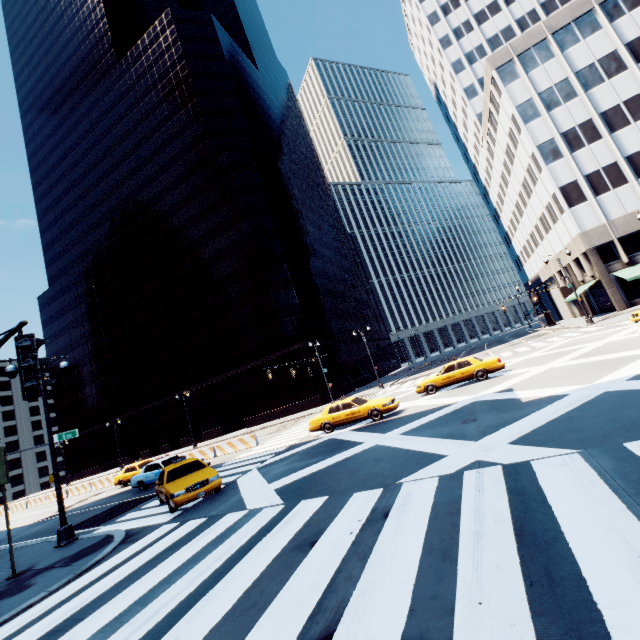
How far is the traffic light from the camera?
4.2 meters

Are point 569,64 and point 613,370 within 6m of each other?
no

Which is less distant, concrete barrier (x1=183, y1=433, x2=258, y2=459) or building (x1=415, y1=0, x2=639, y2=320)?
concrete barrier (x1=183, y1=433, x2=258, y2=459)

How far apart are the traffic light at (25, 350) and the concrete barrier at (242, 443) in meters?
20.4

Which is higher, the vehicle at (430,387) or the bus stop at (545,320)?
the bus stop at (545,320)

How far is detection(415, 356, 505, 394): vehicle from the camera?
18.2m

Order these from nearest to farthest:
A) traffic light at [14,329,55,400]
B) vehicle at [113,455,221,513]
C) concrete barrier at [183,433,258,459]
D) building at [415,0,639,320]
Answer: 1. traffic light at [14,329,55,400]
2. vehicle at [113,455,221,513]
3. concrete barrier at [183,433,258,459]
4. building at [415,0,639,320]

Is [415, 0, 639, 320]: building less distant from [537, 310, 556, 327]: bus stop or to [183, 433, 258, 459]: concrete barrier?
[537, 310, 556, 327]: bus stop
